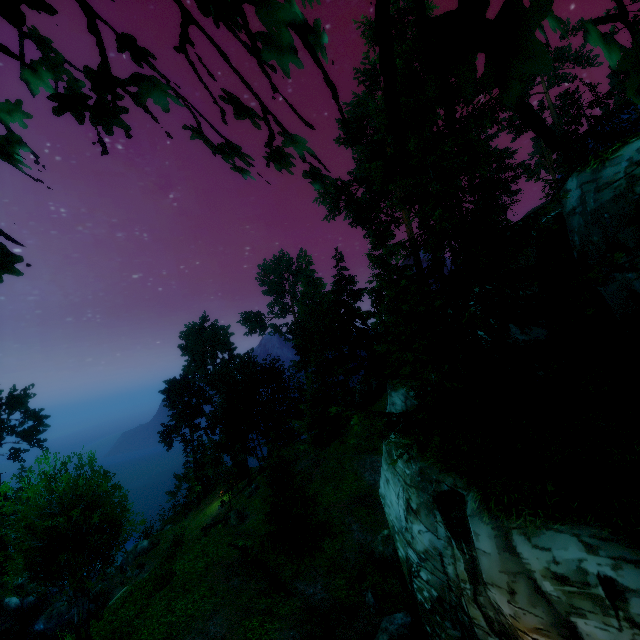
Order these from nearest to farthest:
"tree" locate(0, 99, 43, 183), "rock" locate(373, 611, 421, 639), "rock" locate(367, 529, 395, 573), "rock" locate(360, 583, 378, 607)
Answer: "tree" locate(0, 99, 43, 183) → "rock" locate(373, 611, 421, 639) → "rock" locate(360, 583, 378, 607) → "rock" locate(367, 529, 395, 573)

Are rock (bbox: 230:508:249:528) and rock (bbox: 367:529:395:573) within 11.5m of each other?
no

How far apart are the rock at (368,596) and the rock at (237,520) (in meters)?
16.52

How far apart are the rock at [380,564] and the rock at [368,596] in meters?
1.1

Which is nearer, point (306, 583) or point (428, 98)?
point (306, 583)

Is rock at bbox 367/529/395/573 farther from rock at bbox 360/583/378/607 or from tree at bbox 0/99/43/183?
tree at bbox 0/99/43/183

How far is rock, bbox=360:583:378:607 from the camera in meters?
14.6 m

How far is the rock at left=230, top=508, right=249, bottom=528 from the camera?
28.69m
